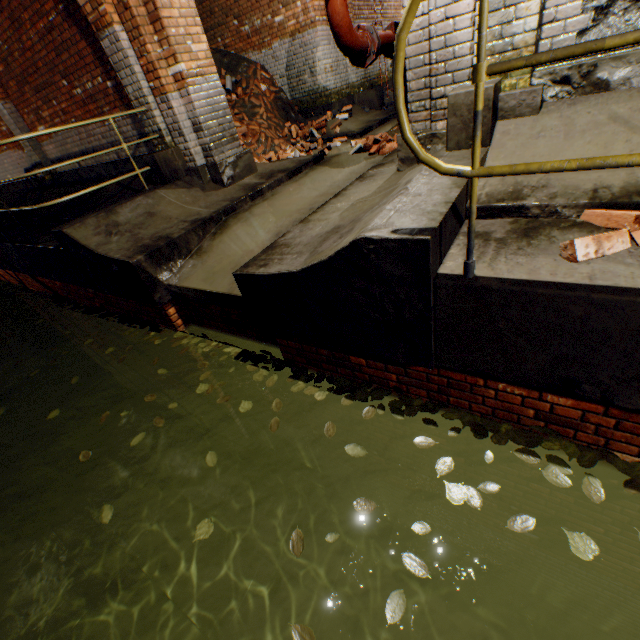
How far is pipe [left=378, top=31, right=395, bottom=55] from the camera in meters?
3.8

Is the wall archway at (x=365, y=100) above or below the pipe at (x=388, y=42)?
below

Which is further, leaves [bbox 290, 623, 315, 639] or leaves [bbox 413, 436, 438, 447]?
leaves [bbox 413, 436, 438, 447]

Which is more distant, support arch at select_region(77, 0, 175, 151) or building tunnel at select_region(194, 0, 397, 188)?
building tunnel at select_region(194, 0, 397, 188)

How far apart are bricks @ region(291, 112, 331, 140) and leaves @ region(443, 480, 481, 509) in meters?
8.0

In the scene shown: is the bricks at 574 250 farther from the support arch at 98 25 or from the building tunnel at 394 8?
the support arch at 98 25

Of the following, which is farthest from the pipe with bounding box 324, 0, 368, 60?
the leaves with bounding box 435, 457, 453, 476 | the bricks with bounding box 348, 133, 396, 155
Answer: the leaves with bounding box 435, 457, 453, 476

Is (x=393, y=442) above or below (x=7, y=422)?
above
